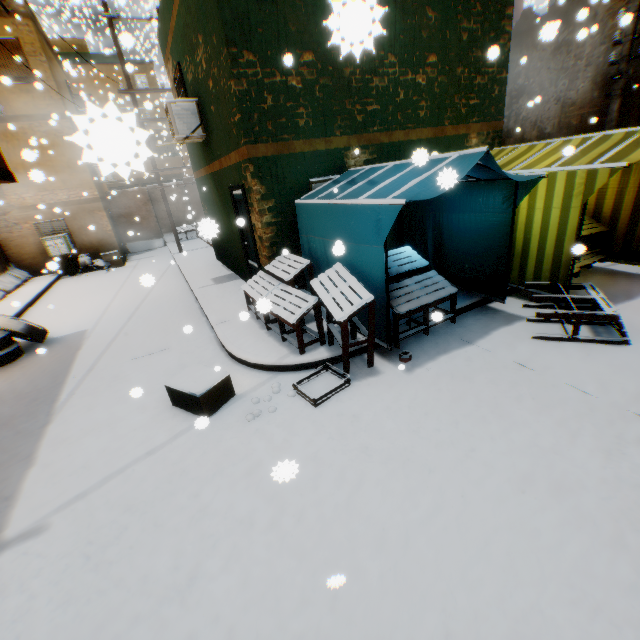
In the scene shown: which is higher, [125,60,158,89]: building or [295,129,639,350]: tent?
[125,60,158,89]: building

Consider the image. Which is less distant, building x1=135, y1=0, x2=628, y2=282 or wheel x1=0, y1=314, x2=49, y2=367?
building x1=135, y1=0, x2=628, y2=282

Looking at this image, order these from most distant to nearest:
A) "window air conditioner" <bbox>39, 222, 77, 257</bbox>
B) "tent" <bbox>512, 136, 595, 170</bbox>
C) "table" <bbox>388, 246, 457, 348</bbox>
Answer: "window air conditioner" <bbox>39, 222, 77, 257</bbox> < "tent" <bbox>512, 136, 595, 170</bbox> < "table" <bbox>388, 246, 457, 348</bbox>

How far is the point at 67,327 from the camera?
8.2m

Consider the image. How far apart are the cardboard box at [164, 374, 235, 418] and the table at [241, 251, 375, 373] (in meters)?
1.10

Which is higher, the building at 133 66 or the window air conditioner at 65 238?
the building at 133 66

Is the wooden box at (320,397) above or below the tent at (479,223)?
below

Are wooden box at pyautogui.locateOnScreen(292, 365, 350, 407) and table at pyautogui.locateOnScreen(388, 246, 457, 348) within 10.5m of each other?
yes
